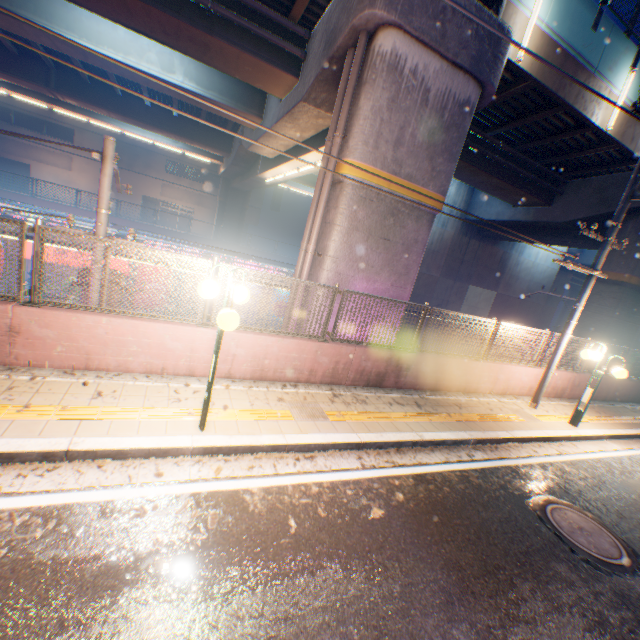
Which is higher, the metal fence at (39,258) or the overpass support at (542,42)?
the overpass support at (542,42)

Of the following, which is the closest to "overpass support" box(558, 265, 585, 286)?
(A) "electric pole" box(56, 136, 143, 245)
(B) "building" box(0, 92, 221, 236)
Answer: (B) "building" box(0, 92, 221, 236)

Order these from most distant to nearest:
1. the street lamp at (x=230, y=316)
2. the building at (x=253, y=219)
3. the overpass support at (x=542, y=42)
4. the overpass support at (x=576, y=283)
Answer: the building at (x=253, y=219) → the overpass support at (x=576, y=283) → the overpass support at (x=542, y=42) → the street lamp at (x=230, y=316)

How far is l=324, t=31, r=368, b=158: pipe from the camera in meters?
7.3

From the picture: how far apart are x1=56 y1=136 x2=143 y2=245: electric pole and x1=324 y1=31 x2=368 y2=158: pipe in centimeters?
371cm

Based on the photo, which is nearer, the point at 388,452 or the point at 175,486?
the point at 175,486

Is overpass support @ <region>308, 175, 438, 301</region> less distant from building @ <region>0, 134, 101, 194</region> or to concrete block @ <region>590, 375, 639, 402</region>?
concrete block @ <region>590, 375, 639, 402</region>

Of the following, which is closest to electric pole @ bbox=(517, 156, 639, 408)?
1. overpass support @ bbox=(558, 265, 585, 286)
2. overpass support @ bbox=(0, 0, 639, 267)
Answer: overpass support @ bbox=(0, 0, 639, 267)
